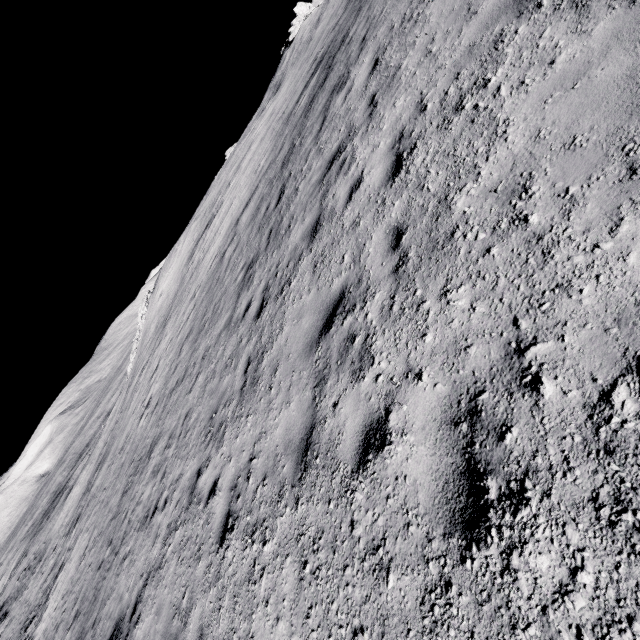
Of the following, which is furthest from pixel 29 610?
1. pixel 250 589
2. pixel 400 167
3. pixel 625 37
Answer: pixel 625 37
